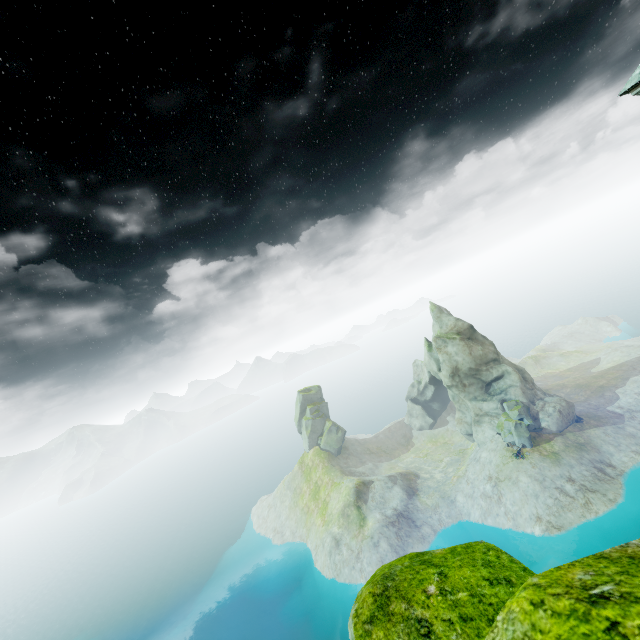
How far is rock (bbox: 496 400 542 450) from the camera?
53.7 meters

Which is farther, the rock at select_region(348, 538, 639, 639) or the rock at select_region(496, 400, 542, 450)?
the rock at select_region(496, 400, 542, 450)

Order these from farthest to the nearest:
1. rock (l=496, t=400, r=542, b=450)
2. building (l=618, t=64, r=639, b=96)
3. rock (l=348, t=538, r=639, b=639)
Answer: rock (l=496, t=400, r=542, b=450), building (l=618, t=64, r=639, b=96), rock (l=348, t=538, r=639, b=639)

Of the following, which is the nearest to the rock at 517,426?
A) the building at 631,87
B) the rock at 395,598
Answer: the building at 631,87

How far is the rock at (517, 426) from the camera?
53.7m

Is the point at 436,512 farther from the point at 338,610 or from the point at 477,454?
the point at 338,610

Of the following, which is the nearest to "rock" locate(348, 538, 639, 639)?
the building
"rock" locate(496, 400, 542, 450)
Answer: the building
